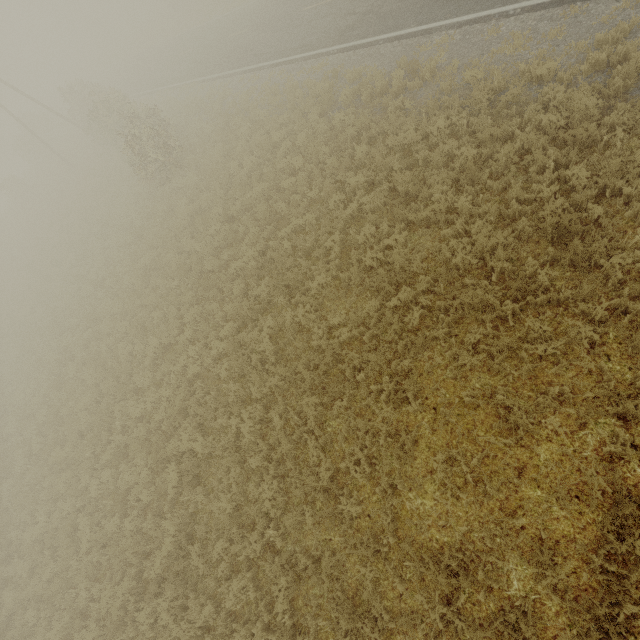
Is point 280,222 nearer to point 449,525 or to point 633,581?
point 449,525
